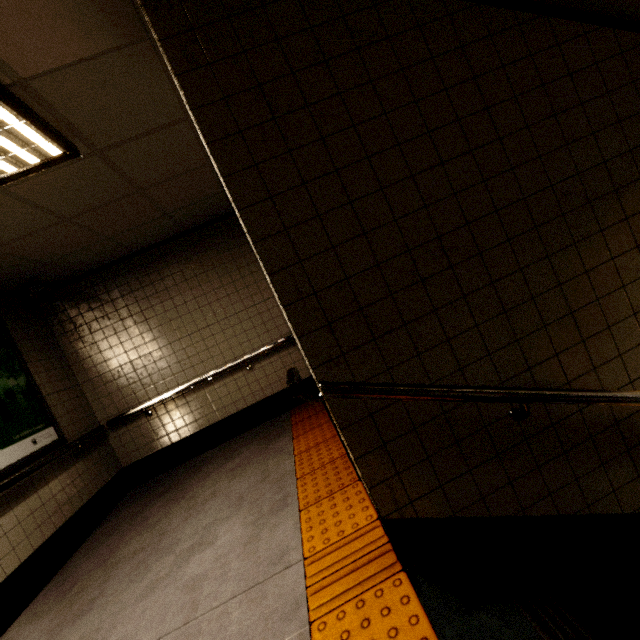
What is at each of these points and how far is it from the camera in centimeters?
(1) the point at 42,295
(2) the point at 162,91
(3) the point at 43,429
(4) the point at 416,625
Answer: (1) window, 376cm
(2) building, 211cm
(3) sign, 351cm
(4) groundtactileadastrip, 126cm

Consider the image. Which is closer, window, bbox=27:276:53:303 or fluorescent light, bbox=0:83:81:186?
fluorescent light, bbox=0:83:81:186

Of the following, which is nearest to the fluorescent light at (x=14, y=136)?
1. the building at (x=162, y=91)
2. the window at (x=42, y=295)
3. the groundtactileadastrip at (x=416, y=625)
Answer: the building at (x=162, y=91)

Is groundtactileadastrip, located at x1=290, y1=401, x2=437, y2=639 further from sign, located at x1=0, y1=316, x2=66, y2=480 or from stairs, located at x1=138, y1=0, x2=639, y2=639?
sign, located at x1=0, y1=316, x2=66, y2=480

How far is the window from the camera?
3.7 meters

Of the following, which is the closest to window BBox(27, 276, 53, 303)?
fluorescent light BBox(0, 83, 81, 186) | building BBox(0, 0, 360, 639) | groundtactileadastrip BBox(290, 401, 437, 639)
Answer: building BBox(0, 0, 360, 639)

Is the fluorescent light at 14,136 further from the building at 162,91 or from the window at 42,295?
the window at 42,295

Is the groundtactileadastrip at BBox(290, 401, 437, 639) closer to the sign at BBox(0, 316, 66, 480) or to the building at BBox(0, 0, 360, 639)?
the building at BBox(0, 0, 360, 639)
